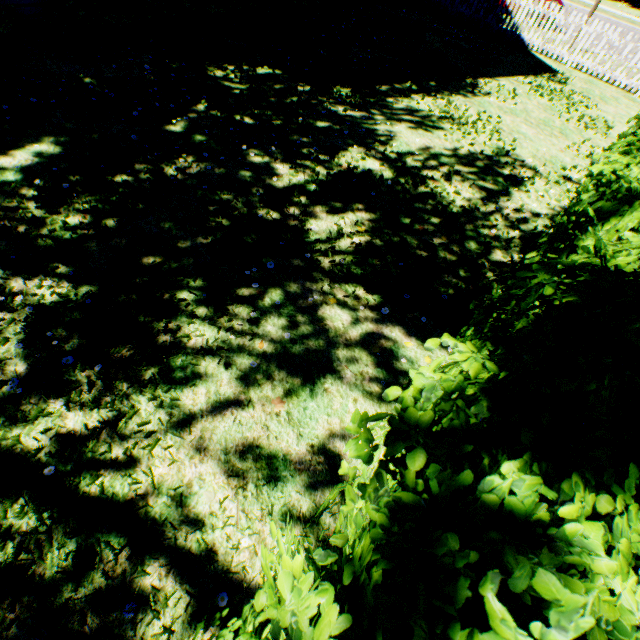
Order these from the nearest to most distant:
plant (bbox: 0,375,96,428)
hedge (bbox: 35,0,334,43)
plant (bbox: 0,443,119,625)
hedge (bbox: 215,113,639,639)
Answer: hedge (bbox: 215,113,639,639) → plant (bbox: 0,443,119,625) → plant (bbox: 0,375,96,428) → hedge (bbox: 35,0,334,43)

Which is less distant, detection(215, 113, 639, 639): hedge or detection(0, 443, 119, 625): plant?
detection(215, 113, 639, 639): hedge

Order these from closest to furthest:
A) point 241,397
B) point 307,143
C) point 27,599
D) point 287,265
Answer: point 27,599 < point 241,397 < point 287,265 < point 307,143

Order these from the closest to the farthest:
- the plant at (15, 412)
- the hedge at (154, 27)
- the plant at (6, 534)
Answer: the plant at (6, 534)
the plant at (15, 412)
the hedge at (154, 27)

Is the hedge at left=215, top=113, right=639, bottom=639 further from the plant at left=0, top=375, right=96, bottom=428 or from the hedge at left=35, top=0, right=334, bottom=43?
the hedge at left=35, top=0, right=334, bottom=43

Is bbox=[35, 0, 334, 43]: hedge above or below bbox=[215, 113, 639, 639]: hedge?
below

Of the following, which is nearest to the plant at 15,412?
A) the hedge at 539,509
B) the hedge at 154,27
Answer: the hedge at 539,509
